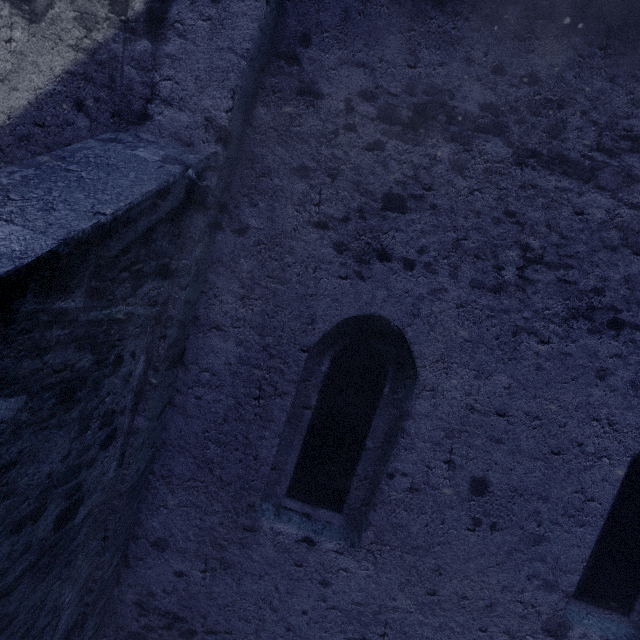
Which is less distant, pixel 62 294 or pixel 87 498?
pixel 62 294
